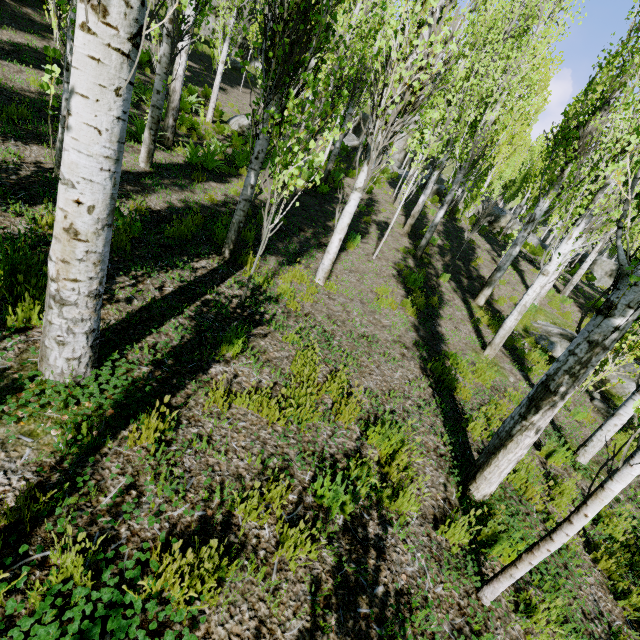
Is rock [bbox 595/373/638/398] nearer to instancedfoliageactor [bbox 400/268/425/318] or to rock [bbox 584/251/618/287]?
instancedfoliageactor [bbox 400/268/425/318]

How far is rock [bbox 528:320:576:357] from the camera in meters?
9.1 m

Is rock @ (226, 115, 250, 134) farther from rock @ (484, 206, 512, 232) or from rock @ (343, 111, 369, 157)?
rock @ (343, 111, 369, 157)

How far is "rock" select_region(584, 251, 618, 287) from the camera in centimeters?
1998cm

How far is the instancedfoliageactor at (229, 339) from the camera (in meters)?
3.57

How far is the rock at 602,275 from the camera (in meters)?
19.98

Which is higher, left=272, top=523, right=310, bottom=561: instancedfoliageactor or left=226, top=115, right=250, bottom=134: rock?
left=226, top=115, right=250, bottom=134: rock

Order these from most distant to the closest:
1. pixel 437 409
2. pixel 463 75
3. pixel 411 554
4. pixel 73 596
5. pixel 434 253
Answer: pixel 463 75, pixel 434 253, pixel 437 409, pixel 411 554, pixel 73 596
